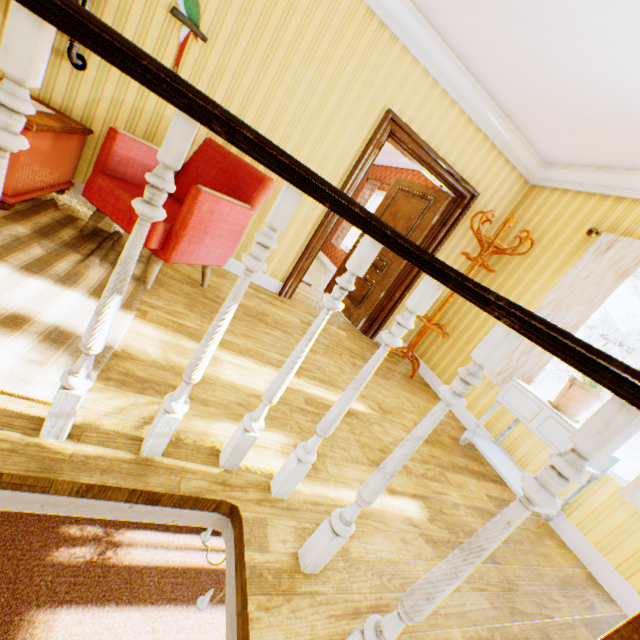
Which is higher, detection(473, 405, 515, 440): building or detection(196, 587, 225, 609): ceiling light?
detection(473, 405, 515, 440): building

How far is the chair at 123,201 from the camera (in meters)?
2.27

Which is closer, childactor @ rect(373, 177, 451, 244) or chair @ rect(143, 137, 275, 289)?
chair @ rect(143, 137, 275, 289)

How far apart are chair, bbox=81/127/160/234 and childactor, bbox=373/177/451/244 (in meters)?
2.29

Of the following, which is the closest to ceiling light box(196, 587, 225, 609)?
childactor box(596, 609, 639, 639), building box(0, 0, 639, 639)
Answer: building box(0, 0, 639, 639)

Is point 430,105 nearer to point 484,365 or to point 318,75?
point 318,75

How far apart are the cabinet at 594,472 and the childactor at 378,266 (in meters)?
2.17

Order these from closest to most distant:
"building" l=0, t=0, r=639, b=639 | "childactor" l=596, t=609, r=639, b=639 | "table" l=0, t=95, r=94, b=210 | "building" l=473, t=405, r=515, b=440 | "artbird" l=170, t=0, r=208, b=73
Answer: "building" l=0, t=0, r=639, b=639
"childactor" l=596, t=609, r=639, b=639
"table" l=0, t=95, r=94, b=210
"artbird" l=170, t=0, r=208, b=73
"building" l=473, t=405, r=515, b=440
